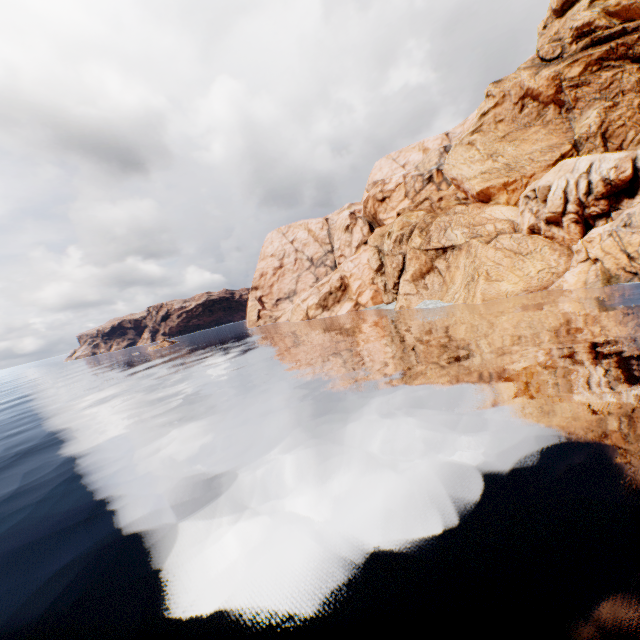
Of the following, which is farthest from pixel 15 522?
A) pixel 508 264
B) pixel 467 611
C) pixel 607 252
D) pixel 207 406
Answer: pixel 508 264
